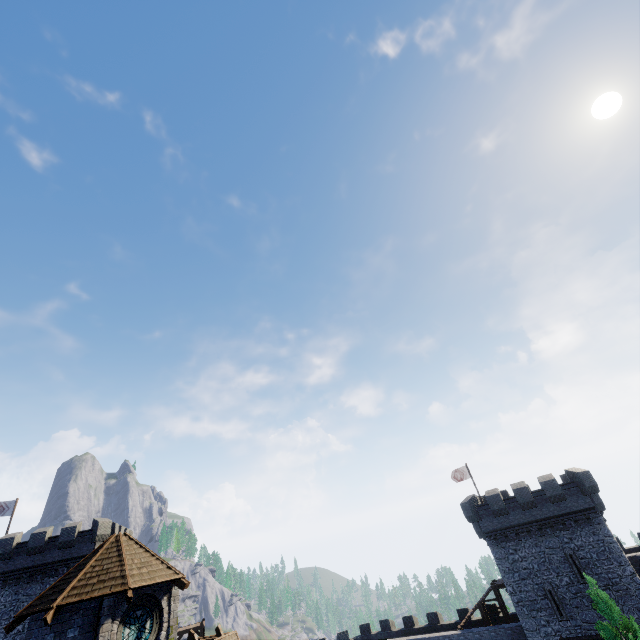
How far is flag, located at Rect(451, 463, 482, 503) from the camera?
37.83m

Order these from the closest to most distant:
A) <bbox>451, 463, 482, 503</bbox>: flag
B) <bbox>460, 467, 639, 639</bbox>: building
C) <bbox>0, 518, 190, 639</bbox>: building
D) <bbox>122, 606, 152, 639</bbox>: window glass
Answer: <bbox>0, 518, 190, 639</bbox>: building → <bbox>122, 606, 152, 639</bbox>: window glass → <bbox>460, 467, 639, 639</bbox>: building → <bbox>451, 463, 482, 503</bbox>: flag

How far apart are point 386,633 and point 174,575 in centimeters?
3723cm

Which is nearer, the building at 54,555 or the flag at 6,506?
the building at 54,555

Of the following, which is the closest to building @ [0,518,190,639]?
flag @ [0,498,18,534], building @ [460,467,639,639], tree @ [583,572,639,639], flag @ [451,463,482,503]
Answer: flag @ [0,498,18,534]

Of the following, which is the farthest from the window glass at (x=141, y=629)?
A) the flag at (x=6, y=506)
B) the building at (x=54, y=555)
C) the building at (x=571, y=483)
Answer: the flag at (x=6, y=506)

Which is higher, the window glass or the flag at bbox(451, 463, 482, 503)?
the flag at bbox(451, 463, 482, 503)

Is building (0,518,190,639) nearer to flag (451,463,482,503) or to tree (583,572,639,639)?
tree (583,572,639,639)
